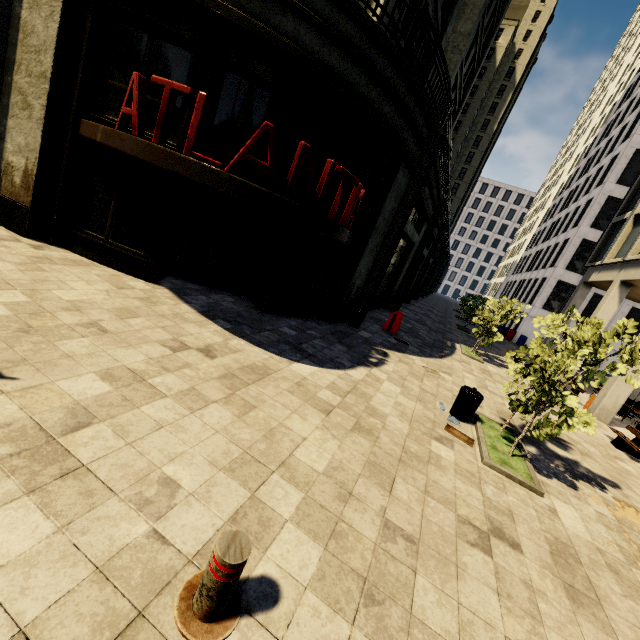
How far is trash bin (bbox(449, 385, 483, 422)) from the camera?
6.9 meters

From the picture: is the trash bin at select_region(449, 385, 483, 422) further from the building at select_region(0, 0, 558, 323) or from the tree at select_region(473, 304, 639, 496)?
the building at select_region(0, 0, 558, 323)

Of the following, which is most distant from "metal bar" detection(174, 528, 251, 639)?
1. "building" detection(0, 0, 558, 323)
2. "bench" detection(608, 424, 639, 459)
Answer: "bench" detection(608, 424, 639, 459)

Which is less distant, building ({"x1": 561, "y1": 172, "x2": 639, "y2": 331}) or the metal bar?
the metal bar

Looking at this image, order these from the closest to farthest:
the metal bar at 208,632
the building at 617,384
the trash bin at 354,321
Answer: the metal bar at 208,632
the trash bin at 354,321
the building at 617,384

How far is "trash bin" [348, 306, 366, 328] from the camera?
11.23m

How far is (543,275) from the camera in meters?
32.7 m

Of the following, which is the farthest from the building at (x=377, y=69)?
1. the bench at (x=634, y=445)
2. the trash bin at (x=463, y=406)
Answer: the trash bin at (x=463, y=406)
